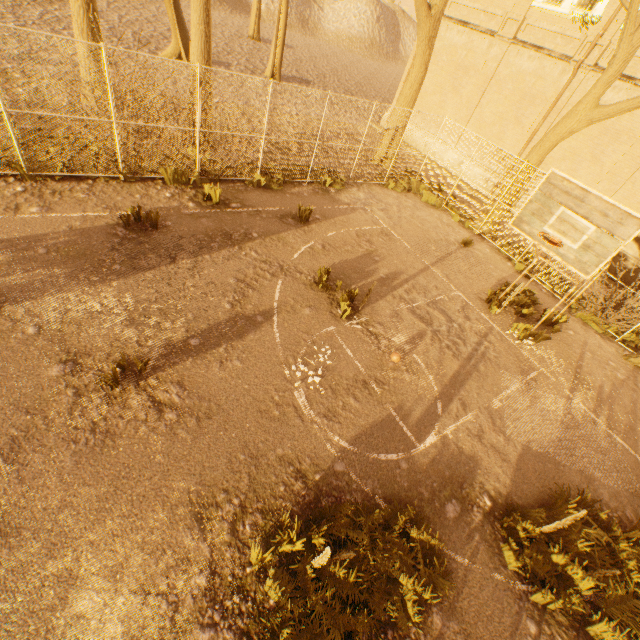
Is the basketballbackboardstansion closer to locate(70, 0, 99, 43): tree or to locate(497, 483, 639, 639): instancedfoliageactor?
locate(70, 0, 99, 43): tree

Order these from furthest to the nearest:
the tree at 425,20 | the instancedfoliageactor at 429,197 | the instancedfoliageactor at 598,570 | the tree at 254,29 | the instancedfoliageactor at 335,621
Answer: the tree at 254,29 < the instancedfoliageactor at 429,197 < the tree at 425,20 < the instancedfoliageactor at 598,570 < the instancedfoliageactor at 335,621

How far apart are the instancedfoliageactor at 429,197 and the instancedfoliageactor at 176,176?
8.97m

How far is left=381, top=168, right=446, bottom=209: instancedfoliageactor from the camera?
14.1 meters

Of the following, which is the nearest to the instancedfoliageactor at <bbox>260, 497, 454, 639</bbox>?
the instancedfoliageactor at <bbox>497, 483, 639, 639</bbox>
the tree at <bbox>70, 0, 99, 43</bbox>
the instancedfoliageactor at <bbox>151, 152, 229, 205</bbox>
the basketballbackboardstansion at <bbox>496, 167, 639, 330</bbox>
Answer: the instancedfoliageactor at <bbox>497, 483, 639, 639</bbox>

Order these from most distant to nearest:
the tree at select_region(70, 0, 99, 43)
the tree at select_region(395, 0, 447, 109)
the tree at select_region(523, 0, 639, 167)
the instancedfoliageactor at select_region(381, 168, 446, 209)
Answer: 1. the instancedfoliageactor at select_region(381, 168, 446, 209)
2. the tree at select_region(395, 0, 447, 109)
3. the tree at select_region(70, 0, 99, 43)
4. the tree at select_region(523, 0, 639, 167)

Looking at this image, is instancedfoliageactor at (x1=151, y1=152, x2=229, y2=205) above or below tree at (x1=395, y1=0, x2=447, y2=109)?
below

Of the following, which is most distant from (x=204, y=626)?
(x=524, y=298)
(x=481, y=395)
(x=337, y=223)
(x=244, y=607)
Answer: (x=524, y=298)
